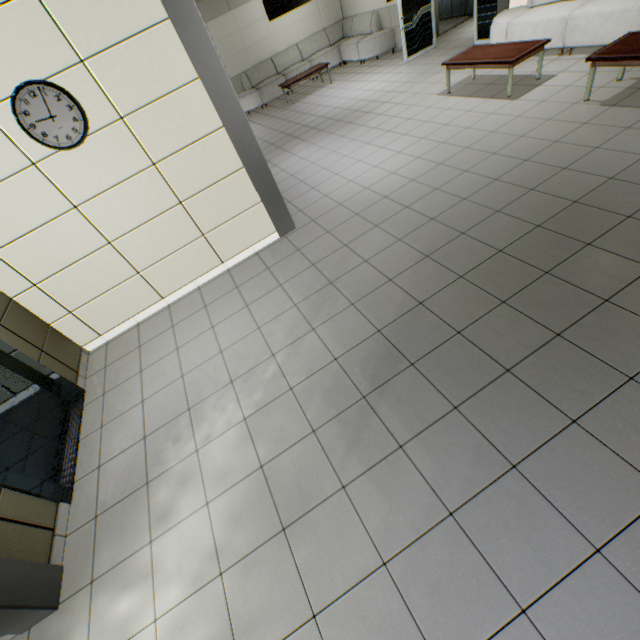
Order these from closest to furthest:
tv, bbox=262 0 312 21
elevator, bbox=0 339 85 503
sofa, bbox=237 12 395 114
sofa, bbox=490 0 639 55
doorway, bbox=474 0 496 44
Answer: elevator, bbox=0 339 85 503, sofa, bbox=490 0 639 55, doorway, bbox=474 0 496 44, tv, bbox=262 0 312 21, sofa, bbox=237 12 395 114

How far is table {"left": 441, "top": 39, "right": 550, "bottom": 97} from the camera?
5.14m

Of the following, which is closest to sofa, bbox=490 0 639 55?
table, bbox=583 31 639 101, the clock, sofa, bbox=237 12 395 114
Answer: table, bbox=583 31 639 101

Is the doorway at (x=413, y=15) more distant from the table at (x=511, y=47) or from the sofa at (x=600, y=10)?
the table at (x=511, y=47)

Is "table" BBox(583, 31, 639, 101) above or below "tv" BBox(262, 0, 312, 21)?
below

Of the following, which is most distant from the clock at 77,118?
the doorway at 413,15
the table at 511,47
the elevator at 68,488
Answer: the doorway at 413,15

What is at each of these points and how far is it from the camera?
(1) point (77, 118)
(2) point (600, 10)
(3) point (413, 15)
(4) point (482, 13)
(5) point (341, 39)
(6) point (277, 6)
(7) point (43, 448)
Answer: (1) clock, 3.2 meters
(2) sofa, 5.1 meters
(3) doorway, 8.5 meters
(4) doorway, 7.5 meters
(5) sofa, 11.7 meters
(6) tv, 8.3 meters
(7) elevator door, 3.2 meters

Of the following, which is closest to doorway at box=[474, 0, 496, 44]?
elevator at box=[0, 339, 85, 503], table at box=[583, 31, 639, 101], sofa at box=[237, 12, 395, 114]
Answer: sofa at box=[237, 12, 395, 114]
